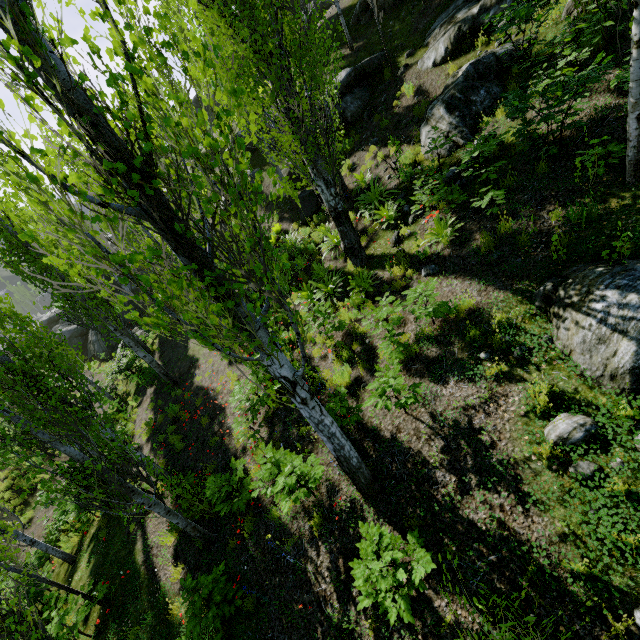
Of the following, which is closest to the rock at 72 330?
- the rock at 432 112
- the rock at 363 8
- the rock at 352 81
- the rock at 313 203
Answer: the rock at 352 81

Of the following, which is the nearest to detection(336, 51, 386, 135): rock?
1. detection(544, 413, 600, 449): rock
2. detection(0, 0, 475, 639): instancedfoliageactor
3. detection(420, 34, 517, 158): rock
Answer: detection(0, 0, 475, 639): instancedfoliageactor

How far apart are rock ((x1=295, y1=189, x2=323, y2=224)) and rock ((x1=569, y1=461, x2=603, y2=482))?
12.0m

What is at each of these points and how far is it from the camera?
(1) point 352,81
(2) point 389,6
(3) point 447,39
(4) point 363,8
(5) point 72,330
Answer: (1) rock, 13.55m
(2) rock, 13.93m
(3) rock, 10.41m
(4) rock, 15.10m
(5) rock, 28.25m

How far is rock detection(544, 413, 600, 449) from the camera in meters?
3.9

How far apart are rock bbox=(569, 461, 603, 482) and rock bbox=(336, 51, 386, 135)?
14.3m

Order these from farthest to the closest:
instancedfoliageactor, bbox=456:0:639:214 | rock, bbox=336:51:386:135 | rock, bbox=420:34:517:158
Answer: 1. rock, bbox=336:51:386:135
2. rock, bbox=420:34:517:158
3. instancedfoliageactor, bbox=456:0:639:214

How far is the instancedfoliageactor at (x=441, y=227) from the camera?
7.5m
